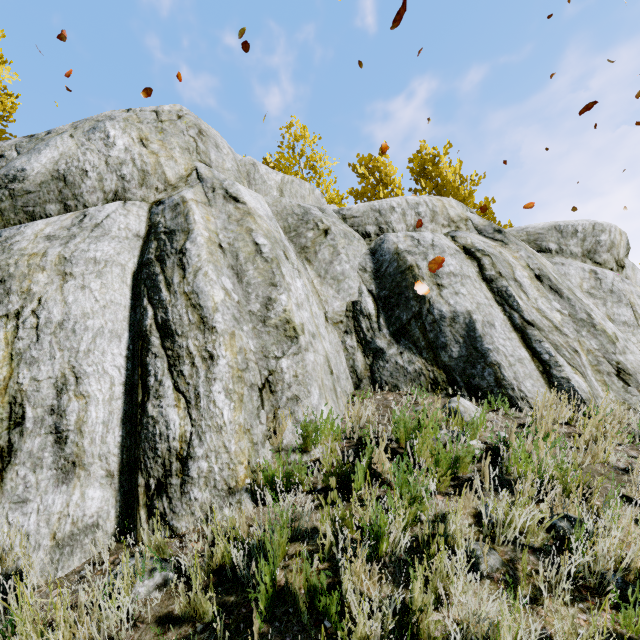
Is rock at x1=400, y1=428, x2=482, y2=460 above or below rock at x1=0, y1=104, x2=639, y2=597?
below

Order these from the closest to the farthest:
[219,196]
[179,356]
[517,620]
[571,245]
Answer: [517,620], [179,356], [219,196], [571,245]

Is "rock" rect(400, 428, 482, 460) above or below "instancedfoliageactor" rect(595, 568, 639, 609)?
above

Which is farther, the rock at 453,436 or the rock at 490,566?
the rock at 453,436

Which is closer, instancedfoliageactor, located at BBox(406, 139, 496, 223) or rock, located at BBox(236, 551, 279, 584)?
rock, located at BBox(236, 551, 279, 584)

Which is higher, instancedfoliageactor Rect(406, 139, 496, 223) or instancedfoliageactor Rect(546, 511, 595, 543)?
instancedfoliageactor Rect(406, 139, 496, 223)

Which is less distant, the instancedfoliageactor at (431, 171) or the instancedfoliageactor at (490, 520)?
the instancedfoliageactor at (490, 520)
